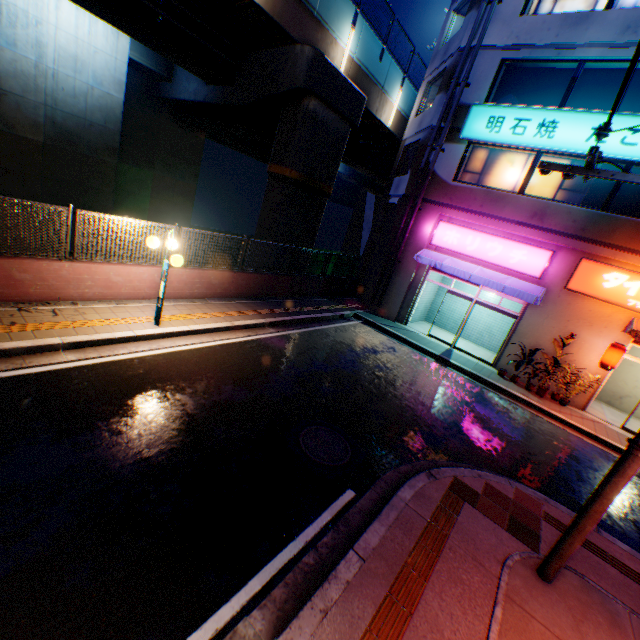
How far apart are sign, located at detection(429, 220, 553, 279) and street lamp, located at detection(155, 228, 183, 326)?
10.98m

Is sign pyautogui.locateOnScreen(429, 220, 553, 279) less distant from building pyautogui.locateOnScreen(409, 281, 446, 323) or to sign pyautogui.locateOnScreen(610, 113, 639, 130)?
building pyautogui.locateOnScreen(409, 281, 446, 323)

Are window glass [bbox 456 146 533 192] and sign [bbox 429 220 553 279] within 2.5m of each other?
yes

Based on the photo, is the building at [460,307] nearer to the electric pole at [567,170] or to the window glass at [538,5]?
the window glass at [538,5]

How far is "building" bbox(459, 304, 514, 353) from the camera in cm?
1605

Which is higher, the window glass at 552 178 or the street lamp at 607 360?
the window glass at 552 178

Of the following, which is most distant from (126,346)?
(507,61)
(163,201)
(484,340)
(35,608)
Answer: (163,201)
